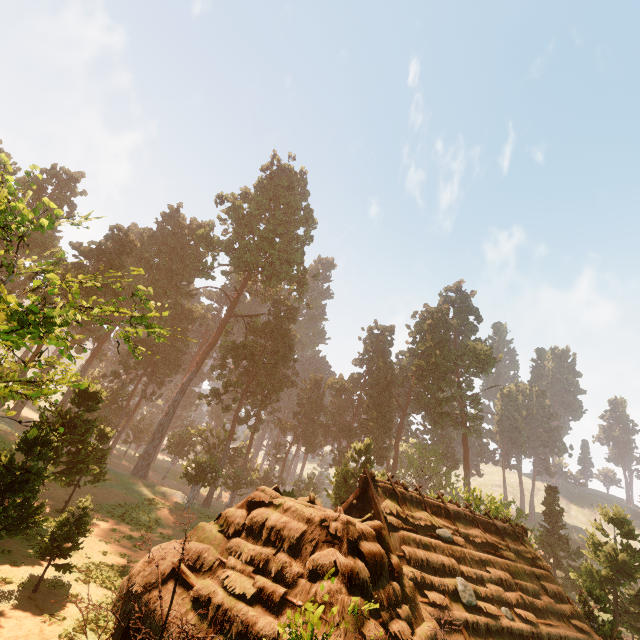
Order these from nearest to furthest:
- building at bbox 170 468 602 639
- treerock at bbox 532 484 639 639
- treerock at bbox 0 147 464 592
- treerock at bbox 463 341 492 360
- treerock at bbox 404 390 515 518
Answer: building at bbox 170 468 602 639 → treerock at bbox 0 147 464 592 → treerock at bbox 532 484 639 639 → treerock at bbox 404 390 515 518 → treerock at bbox 463 341 492 360

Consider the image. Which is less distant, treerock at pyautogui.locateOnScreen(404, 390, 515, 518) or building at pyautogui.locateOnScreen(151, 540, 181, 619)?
building at pyautogui.locateOnScreen(151, 540, 181, 619)

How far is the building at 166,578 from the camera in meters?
7.3 m

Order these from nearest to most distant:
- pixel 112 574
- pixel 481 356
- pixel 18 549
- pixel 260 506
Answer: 1. pixel 260 506
2. pixel 18 549
3. pixel 112 574
4. pixel 481 356

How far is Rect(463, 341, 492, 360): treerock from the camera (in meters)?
58.42

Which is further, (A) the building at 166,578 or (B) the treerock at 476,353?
(B) the treerock at 476,353

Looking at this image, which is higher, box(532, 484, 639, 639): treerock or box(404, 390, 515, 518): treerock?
box(404, 390, 515, 518): treerock
